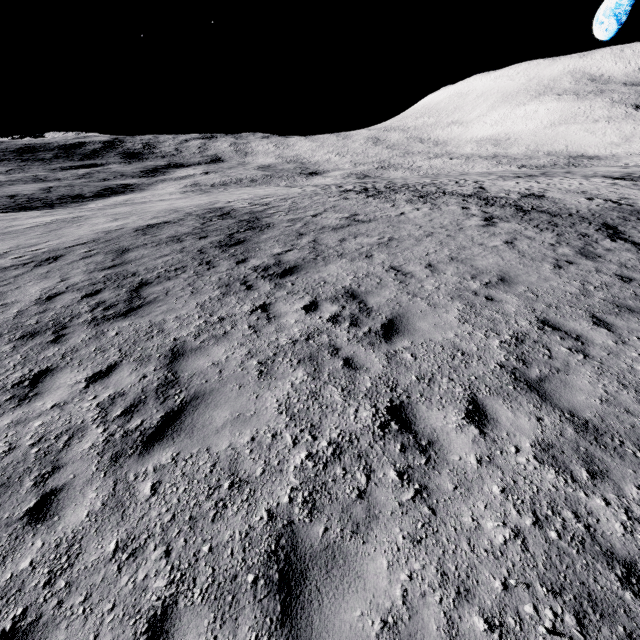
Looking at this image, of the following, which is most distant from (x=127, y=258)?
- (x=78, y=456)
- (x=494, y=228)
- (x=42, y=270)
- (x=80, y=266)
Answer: (x=494, y=228)
